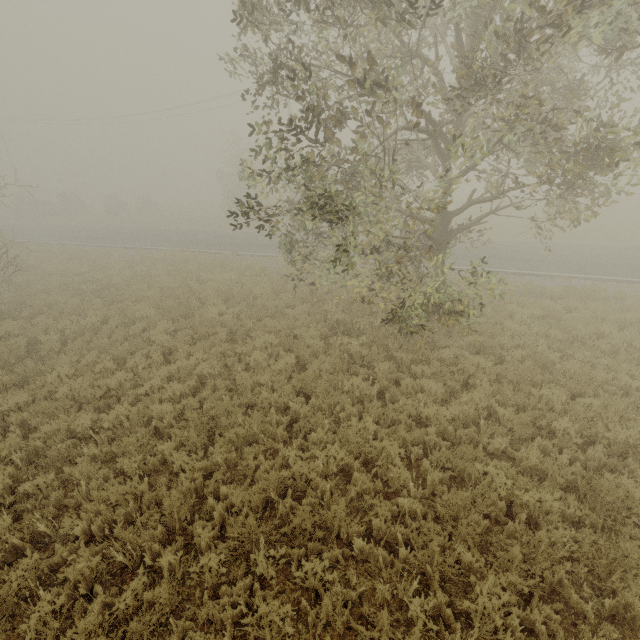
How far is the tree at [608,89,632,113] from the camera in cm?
670

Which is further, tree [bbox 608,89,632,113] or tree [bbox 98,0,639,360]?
tree [bbox 608,89,632,113]

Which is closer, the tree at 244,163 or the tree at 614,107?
the tree at 244,163

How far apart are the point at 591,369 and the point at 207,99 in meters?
36.2 m

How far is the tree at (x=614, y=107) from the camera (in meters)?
6.70
